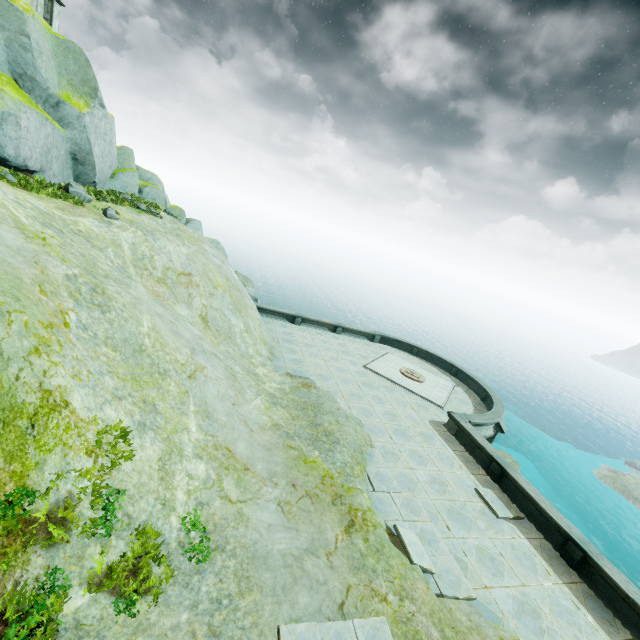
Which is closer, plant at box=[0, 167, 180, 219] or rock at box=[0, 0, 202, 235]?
plant at box=[0, 167, 180, 219]

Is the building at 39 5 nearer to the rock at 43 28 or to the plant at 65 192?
the rock at 43 28

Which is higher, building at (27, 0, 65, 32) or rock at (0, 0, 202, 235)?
building at (27, 0, 65, 32)

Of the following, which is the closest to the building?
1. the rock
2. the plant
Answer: the rock

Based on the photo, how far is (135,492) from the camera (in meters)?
7.05
